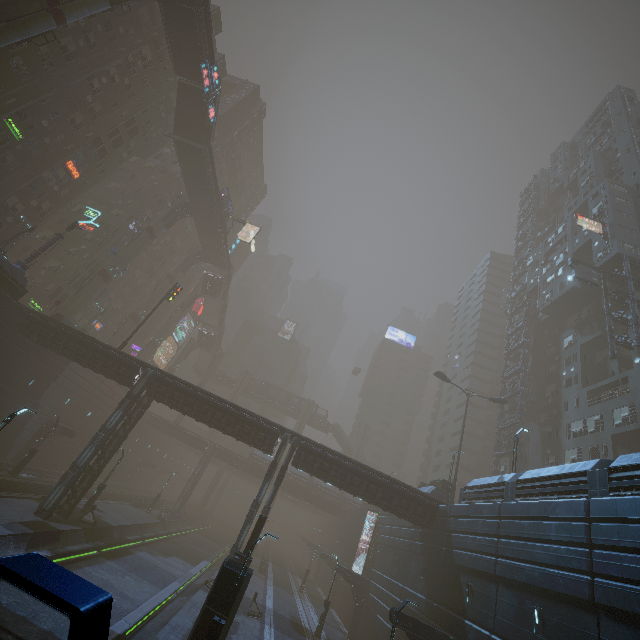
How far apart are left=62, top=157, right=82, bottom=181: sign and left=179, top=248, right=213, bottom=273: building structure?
19.18m

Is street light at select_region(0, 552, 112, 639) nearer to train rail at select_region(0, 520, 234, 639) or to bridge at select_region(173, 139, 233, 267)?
train rail at select_region(0, 520, 234, 639)

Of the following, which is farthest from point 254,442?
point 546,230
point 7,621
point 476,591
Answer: point 546,230

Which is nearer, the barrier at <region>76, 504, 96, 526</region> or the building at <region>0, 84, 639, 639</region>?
the building at <region>0, 84, 639, 639</region>

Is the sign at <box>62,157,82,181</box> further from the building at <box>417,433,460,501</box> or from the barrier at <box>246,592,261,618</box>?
the barrier at <box>246,592,261,618</box>

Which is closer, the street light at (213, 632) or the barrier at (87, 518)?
the street light at (213, 632)

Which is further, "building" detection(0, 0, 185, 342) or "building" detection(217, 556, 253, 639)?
"building" detection(0, 0, 185, 342)

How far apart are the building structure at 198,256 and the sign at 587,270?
52.6 meters
